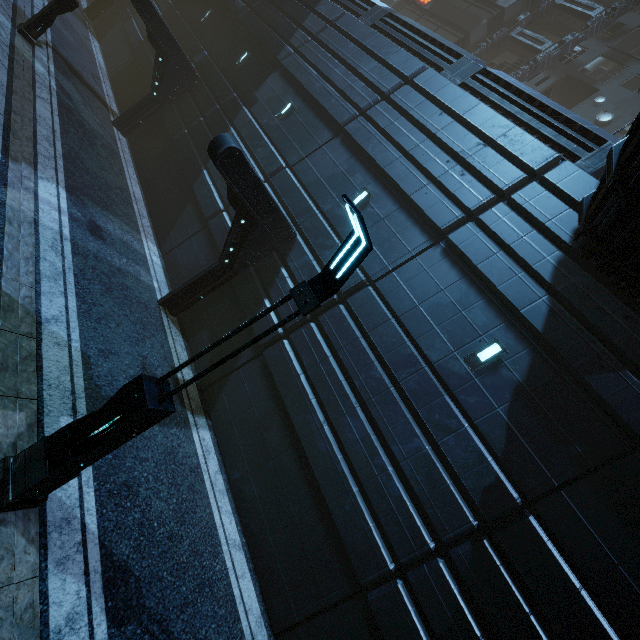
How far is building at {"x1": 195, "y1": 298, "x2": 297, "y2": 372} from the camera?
9.4 meters

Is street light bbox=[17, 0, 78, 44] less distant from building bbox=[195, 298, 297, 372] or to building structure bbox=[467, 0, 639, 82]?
building bbox=[195, 298, 297, 372]

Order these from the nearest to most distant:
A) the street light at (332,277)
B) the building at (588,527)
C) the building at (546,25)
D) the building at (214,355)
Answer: the street light at (332,277), the building at (588,527), the building at (214,355), the building at (546,25)

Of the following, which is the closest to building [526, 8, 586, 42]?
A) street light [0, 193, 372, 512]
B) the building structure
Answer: the building structure

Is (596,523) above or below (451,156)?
below

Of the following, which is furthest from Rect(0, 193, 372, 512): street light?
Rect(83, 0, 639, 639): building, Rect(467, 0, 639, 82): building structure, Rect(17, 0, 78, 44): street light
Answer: Rect(467, 0, 639, 82): building structure

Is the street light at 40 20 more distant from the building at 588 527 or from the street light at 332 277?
the street light at 332 277
